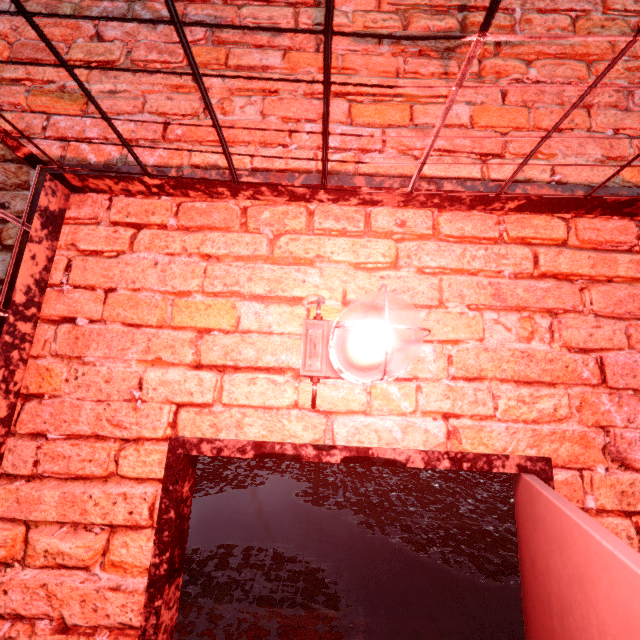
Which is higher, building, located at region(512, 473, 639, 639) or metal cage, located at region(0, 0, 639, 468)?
metal cage, located at region(0, 0, 639, 468)

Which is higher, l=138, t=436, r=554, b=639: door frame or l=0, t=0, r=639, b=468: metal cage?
l=0, t=0, r=639, b=468: metal cage

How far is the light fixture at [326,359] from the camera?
0.72m

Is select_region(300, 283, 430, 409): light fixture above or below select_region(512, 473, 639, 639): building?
above

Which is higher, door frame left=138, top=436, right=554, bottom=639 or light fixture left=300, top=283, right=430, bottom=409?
light fixture left=300, top=283, right=430, bottom=409

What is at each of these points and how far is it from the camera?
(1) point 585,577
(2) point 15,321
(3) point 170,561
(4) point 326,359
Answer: (1) building, 0.5m
(2) metal cage, 0.9m
(3) door frame, 0.9m
(4) light fixture, 0.9m

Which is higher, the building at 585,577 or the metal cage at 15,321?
the metal cage at 15,321

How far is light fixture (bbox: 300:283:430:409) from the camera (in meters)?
0.72
